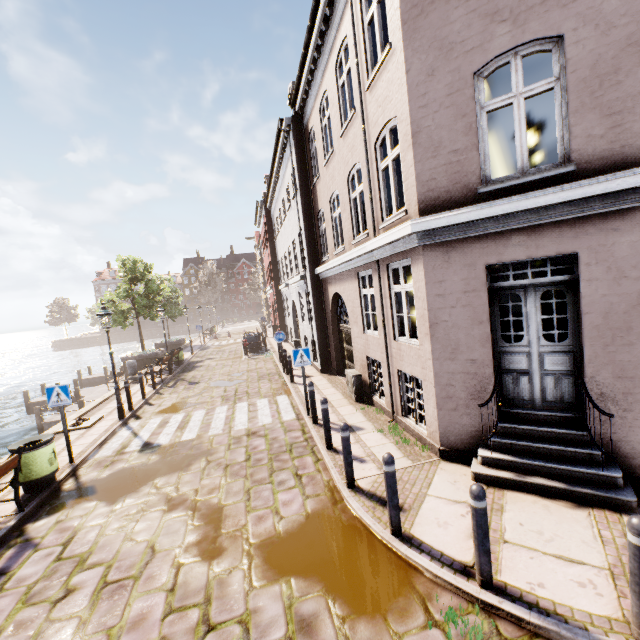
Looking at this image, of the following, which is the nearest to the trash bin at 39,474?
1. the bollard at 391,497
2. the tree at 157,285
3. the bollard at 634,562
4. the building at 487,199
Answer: the bollard at 391,497

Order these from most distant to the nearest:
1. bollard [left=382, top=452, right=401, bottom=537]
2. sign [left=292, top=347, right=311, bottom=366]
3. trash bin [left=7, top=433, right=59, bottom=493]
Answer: sign [left=292, top=347, right=311, bottom=366], trash bin [left=7, top=433, right=59, bottom=493], bollard [left=382, top=452, right=401, bottom=537]

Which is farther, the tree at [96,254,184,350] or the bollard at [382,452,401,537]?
the tree at [96,254,184,350]

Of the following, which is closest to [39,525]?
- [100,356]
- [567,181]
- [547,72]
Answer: [567,181]

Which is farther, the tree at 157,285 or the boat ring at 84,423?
the tree at 157,285

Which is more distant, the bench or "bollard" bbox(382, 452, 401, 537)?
the bench

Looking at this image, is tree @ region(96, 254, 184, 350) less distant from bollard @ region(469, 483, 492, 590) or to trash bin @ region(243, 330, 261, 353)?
trash bin @ region(243, 330, 261, 353)

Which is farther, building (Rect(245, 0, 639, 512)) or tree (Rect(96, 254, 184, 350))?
tree (Rect(96, 254, 184, 350))
